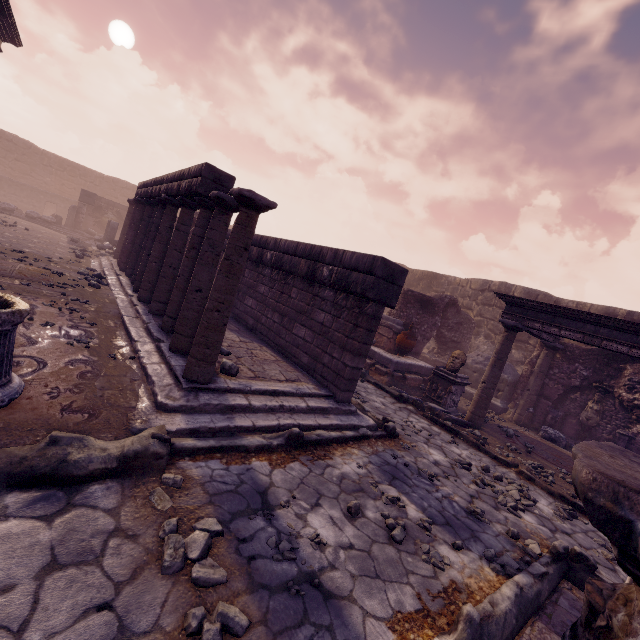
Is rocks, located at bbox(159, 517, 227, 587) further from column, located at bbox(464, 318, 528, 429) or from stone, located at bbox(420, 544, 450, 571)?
column, located at bbox(464, 318, 528, 429)

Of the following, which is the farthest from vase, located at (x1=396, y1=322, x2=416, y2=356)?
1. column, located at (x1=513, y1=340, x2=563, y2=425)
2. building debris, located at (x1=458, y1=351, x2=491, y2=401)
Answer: column, located at (x1=513, y1=340, x2=563, y2=425)

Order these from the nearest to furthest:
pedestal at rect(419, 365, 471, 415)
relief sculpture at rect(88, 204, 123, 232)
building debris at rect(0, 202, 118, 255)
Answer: pedestal at rect(419, 365, 471, 415) < building debris at rect(0, 202, 118, 255) < relief sculpture at rect(88, 204, 123, 232)

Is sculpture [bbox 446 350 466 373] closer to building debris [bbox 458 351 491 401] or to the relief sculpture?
building debris [bbox 458 351 491 401]

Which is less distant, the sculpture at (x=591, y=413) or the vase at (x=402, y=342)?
the sculpture at (x=591, y=413)

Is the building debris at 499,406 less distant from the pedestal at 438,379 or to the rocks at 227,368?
the pedestal at 438,379

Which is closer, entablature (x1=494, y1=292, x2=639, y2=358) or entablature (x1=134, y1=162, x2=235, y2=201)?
entablature (x1=134, y1=162, x2=235, y2=201)

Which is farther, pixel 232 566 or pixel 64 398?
pixel 64 398
